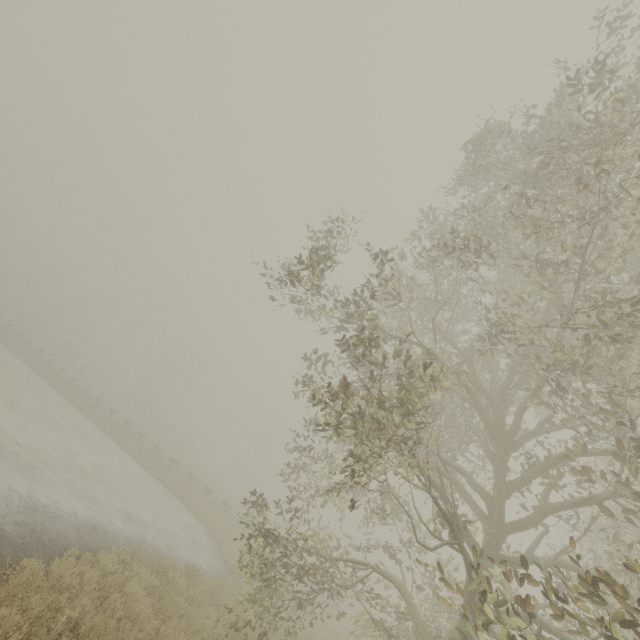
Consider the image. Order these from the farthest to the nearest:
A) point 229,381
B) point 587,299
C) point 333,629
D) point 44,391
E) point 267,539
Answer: point 229,381 → point 44,391 → point 333,629 → point 267,539 → point 587,299
